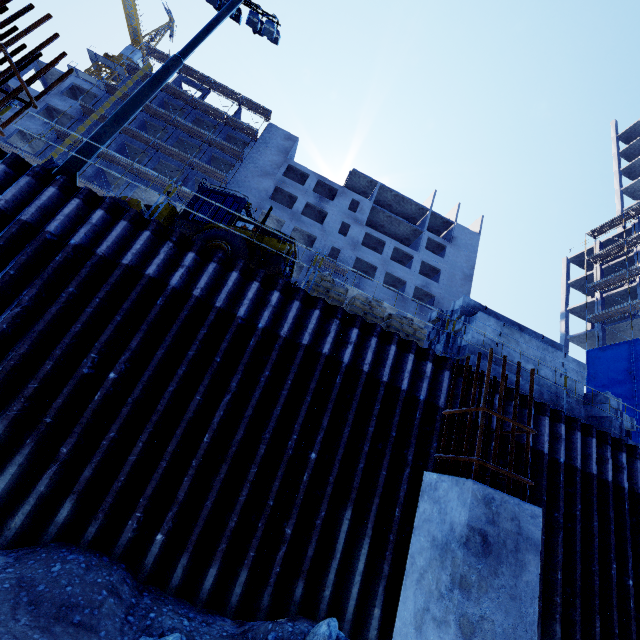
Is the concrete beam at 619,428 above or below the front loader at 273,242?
below

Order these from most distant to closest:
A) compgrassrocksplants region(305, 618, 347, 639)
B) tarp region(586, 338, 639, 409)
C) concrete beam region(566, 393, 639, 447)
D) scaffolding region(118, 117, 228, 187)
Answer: scaffolding region(118, 117, 228, 187), tarp region(586, 338, 639, 409), concrete beam region(566, 393, 639, 447), compgrassrocksplants region(305, 618, 347, 639)

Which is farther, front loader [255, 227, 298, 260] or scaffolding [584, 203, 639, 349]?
scaffolding [584, 203, 639, 349]

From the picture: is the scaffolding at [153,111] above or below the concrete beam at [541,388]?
above

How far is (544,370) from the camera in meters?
9.6 m

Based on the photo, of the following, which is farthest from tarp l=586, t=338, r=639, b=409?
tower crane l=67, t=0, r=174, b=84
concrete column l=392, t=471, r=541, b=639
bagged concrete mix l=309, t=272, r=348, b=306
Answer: tower crane l=67, t=0, r=174, b=84

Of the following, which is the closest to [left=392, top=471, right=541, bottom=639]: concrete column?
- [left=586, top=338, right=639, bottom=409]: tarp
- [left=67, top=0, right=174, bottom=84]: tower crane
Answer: [left=586, top=338, right=639, bottom=409]: tarp

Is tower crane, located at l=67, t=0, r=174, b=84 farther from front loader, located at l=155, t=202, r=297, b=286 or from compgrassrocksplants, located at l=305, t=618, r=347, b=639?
compgrassrocksplants, located at l=305, t=618, r=347, b=639
